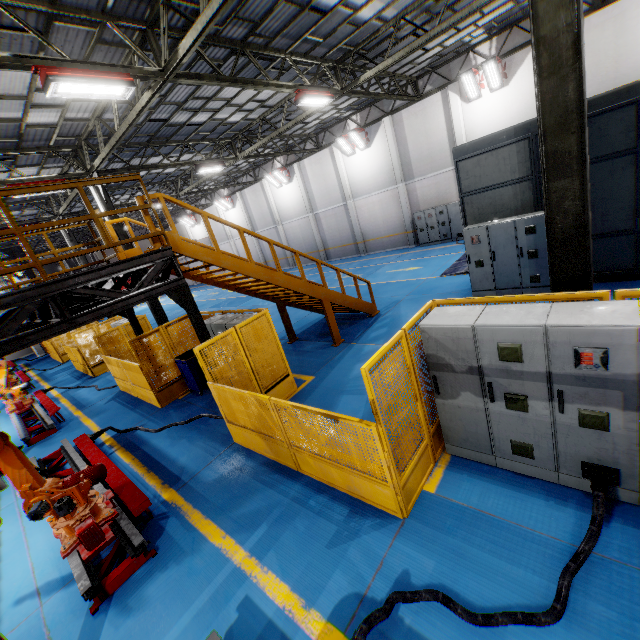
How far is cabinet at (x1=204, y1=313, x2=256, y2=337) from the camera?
7.5 meters

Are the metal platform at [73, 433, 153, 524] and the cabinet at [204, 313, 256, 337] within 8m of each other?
yes

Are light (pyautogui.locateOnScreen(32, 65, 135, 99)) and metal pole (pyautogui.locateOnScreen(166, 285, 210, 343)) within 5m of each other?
yes

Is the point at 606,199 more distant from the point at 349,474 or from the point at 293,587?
the point at 293,587

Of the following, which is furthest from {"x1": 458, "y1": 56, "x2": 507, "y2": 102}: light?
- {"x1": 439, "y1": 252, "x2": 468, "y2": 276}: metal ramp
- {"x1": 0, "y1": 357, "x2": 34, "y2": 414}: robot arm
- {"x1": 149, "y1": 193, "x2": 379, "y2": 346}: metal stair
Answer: {"x1": 0, "y1": 357, "x2": 34, "y2": 414}: robot arm

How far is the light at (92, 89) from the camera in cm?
611

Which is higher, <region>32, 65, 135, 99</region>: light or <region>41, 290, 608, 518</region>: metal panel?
<region>32, 65, 135, 99</region>: light

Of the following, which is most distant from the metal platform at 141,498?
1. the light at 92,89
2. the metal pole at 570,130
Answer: the light at 92,89
